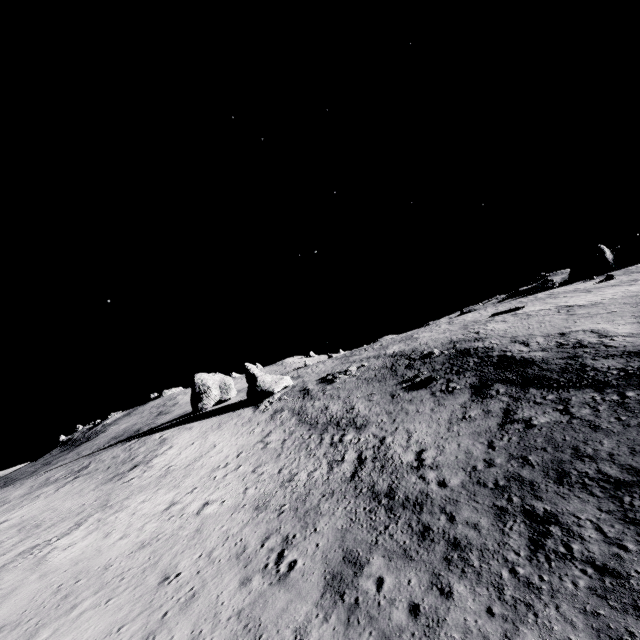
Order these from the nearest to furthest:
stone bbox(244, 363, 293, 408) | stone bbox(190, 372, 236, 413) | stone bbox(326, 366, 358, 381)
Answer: stone bbox(326, 366, 358, 381), stone bbox(244, 363, 293, 408), stone bbox(190, 372, 236, 413)

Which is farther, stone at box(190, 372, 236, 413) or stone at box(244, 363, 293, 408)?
stone at box(190, 372, 236, 413)

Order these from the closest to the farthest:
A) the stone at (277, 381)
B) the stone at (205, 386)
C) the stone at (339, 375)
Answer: the stone at (339, 375) → the stone at (277, 381) → the stone at (205, 386)

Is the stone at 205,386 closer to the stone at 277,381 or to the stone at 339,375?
the stone at 277,381

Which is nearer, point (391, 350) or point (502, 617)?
point (502, 617)

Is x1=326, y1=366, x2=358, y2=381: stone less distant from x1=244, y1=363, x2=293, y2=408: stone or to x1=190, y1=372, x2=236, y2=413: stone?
x1=244, y1=363, x2=293, y2=408: stone

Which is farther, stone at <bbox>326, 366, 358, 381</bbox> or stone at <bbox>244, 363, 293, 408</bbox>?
stone at <bbox>244, 363, 293, 408</bbox>
